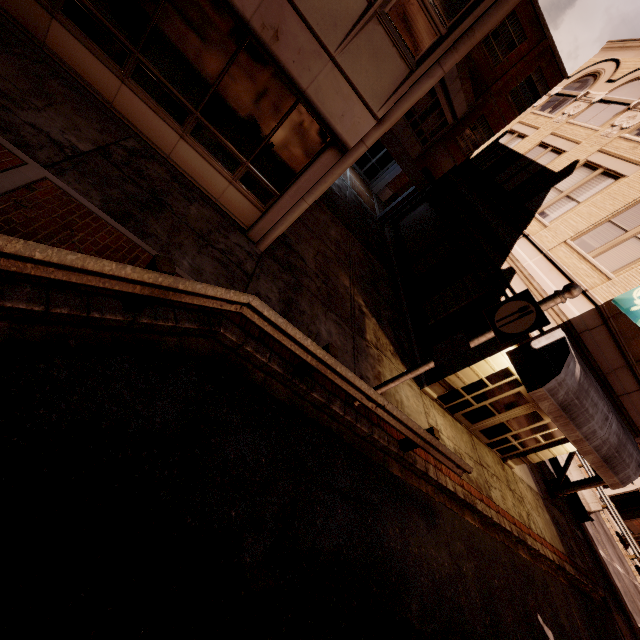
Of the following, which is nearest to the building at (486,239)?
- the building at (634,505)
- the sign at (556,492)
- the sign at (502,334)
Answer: the sign at (502,334)

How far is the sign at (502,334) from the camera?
5.4m

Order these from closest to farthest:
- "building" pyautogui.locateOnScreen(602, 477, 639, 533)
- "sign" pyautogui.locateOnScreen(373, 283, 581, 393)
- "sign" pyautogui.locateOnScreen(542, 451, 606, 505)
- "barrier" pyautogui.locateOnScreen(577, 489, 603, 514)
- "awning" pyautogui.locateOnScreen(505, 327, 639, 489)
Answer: "sign" pyautogui.locateOnScreen(373, 283, 581, 393) → "awning" pyautogui.locateOnScreen(505, 327, 639, 489) → "sign" pyautogui.locateOnScreen(542, 451, 606, 505) → "barrier" pyautogui.locateOnScreen(577, 489, 603, 514) → "building" pyautogui.locateOnScreen(602, 477, 639, 533)

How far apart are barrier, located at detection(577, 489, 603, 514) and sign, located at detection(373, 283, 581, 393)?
24.7 meters

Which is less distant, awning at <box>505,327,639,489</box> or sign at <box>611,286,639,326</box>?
sign at <box>611,286,639,326</box>

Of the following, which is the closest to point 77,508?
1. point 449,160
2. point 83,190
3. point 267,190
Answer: point 83,190

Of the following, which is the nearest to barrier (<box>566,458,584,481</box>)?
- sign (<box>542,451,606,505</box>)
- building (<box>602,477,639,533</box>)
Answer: sign (<box>542,451,606,505</box>)

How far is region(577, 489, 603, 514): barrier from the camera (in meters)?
21.64
